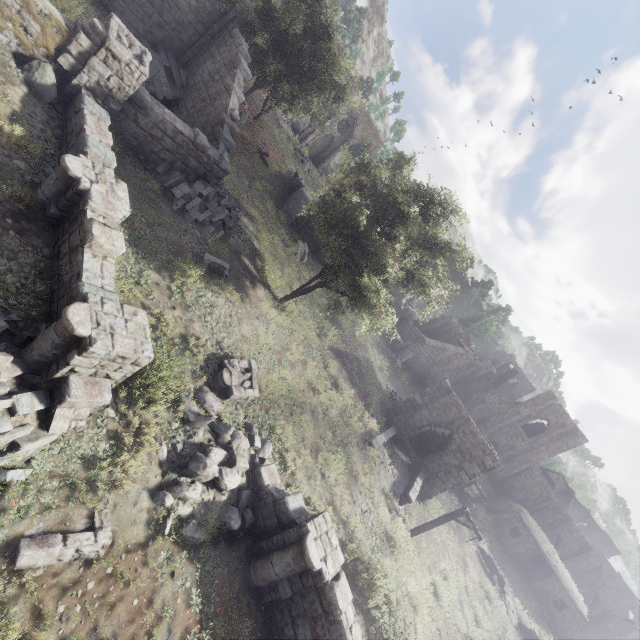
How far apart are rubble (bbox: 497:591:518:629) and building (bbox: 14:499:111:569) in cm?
2884

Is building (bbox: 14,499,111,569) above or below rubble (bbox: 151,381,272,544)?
below

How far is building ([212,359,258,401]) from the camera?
10.34m

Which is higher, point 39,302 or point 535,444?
point 535,444

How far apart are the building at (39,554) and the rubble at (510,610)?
28.8 meters

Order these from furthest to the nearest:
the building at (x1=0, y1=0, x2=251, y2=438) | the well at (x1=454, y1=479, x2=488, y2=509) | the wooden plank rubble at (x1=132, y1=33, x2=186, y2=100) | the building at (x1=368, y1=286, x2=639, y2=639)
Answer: the well at (x1=454, y1=479, x2=488, y2=509), the building at (x1=368, y1=286, x2=639, y2=639), the wooden plank rubble at (x1=132, y1=33, x2=186, y2=100), the building at (x1=0, y1=0, x2=251, y2=438)

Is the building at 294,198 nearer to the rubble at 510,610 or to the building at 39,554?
the building at 39,554

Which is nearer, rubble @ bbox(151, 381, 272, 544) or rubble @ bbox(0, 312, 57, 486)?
rubble @ bbox(0, 312, 57, 486)
